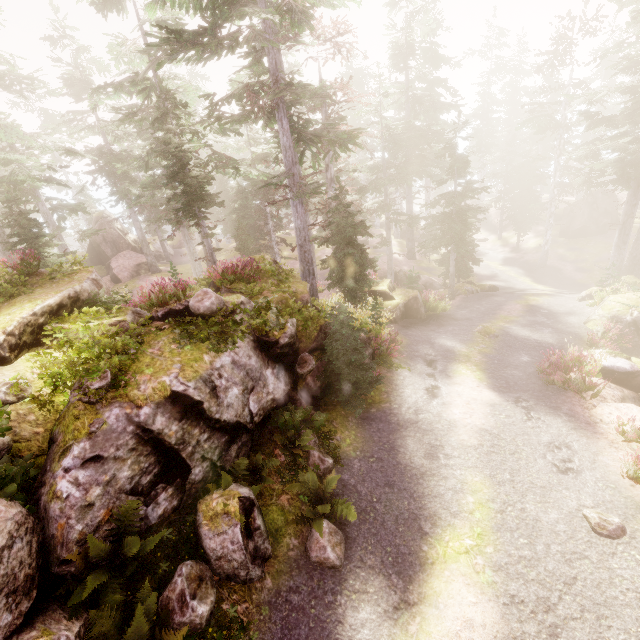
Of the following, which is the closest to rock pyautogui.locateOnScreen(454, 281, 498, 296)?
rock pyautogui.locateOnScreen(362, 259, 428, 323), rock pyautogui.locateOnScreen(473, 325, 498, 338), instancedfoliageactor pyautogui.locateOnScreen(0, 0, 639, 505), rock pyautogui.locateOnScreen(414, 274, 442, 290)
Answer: instancedfoliageactor pyautogui.locateOnScreen(0, 0, 639, 505)

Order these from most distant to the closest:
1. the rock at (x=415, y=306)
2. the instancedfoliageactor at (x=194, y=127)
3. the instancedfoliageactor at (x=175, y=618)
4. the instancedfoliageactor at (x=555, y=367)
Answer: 1. the rock at (x=415, y=306)
2. the instancedfoliageactor at (x=555, y=367)
3. the instancedfoliageactor at (x=194, y=127)
4. the instancedfoliageactor at (x=175, y=618)

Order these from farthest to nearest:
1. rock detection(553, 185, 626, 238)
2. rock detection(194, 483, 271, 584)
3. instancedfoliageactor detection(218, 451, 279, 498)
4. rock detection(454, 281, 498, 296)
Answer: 1. rock detection(553, 185, 626, 238)
2. rock detection(454, 281, 498, 296)
3. instancedfoliageactor detection(218, 451, 279, 498)
4. rock detection(194, 483, 271, 584)

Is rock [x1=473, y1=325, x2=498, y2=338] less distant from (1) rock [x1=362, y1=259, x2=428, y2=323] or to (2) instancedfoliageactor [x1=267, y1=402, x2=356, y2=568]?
(2) instancedfoliageactor [x1=267, y1=402, x2=356, y2=568]

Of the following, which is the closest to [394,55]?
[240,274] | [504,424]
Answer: [240,274]

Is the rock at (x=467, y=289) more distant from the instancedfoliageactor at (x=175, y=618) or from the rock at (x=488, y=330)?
the rock at (x=488, y=330)

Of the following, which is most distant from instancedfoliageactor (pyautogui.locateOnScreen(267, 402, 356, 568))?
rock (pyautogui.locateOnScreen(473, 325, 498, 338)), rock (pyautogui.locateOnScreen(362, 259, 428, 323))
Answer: rock (pyautogui.locateOnScreen(473, 325, 498, 338))
